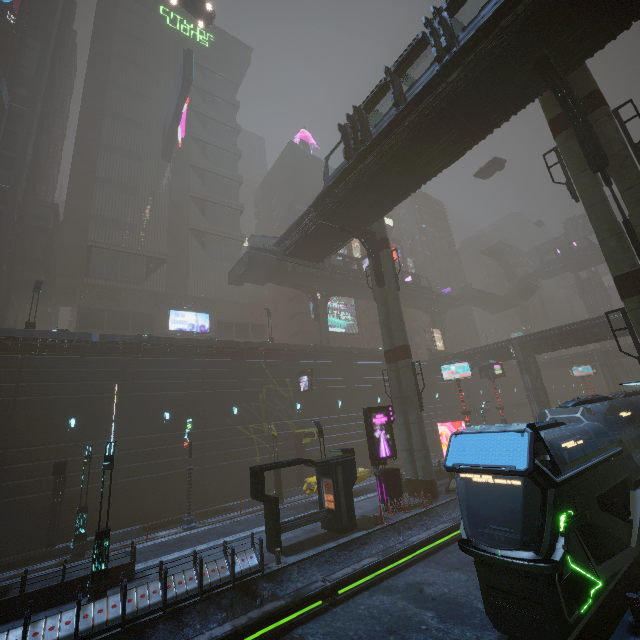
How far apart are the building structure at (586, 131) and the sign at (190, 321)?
41.46m

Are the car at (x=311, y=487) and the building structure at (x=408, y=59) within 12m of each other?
no

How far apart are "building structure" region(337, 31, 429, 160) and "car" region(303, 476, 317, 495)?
23.66m

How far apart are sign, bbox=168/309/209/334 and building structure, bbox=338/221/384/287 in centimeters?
2738cm

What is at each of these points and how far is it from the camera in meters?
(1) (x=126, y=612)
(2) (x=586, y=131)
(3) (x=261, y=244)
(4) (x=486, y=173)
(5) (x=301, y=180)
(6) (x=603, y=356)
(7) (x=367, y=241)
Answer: (1) building, 10.4 m
(2) building structure, 15.2 m
(3) stairs, 32.0 m
(4) grey, 39.0 m
(5) building, 59.5 m
(6) building, 53.4 m
(7) building structure, 25.9 m

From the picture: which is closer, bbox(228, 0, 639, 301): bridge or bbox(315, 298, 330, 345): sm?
bbox(228, 0, 639, 301): bridge

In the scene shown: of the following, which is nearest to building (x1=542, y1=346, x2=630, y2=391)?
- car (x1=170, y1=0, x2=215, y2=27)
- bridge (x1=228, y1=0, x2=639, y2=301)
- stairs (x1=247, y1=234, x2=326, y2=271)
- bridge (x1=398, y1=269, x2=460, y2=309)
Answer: car (x1=170, y1=0, x2=215, y2=27)

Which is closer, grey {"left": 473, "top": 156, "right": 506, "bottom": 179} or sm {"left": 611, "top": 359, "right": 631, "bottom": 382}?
grey {"left": 473, "top": 156, "right": 506, "bottom": 179}
